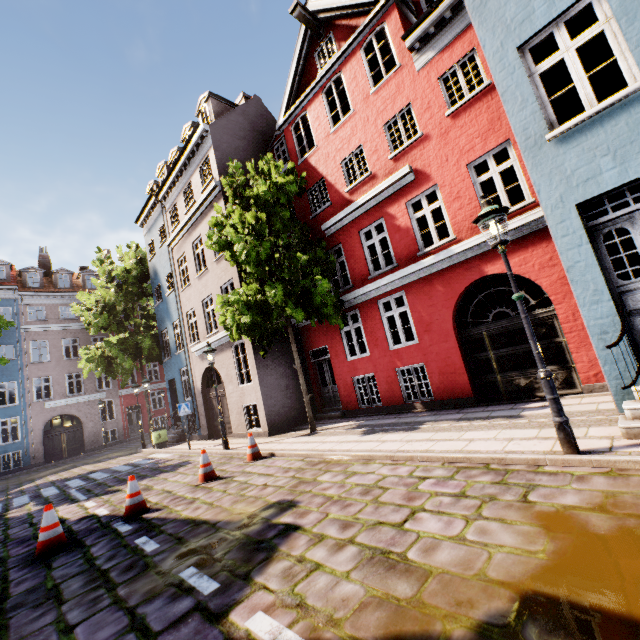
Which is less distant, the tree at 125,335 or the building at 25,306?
the tree at 125,335

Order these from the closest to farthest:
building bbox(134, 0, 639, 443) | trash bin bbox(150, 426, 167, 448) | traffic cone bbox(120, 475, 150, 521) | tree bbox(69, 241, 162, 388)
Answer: building bbox(134, 0, 639, 443)
traffic cone bbox(120, 475, 150, 521)
trash bin bbox(150, 426, 167, 448)
tree bbox(69, 241, 162, 388)

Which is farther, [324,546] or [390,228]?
[390,228]

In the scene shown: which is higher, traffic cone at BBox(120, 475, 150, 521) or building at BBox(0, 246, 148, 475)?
building at BBox(0, 246, 148, 475)

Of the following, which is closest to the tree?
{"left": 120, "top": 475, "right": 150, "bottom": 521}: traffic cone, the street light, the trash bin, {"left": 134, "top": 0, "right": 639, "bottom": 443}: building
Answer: {"left": 134, "top": 0, "right": 639, "bottom": 443}: building

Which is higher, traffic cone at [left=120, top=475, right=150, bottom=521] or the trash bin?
the trash bin

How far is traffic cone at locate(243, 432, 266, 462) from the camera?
8.9 meters

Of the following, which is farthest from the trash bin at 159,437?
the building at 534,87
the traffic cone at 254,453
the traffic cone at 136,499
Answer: the traffic cone at 136,499
